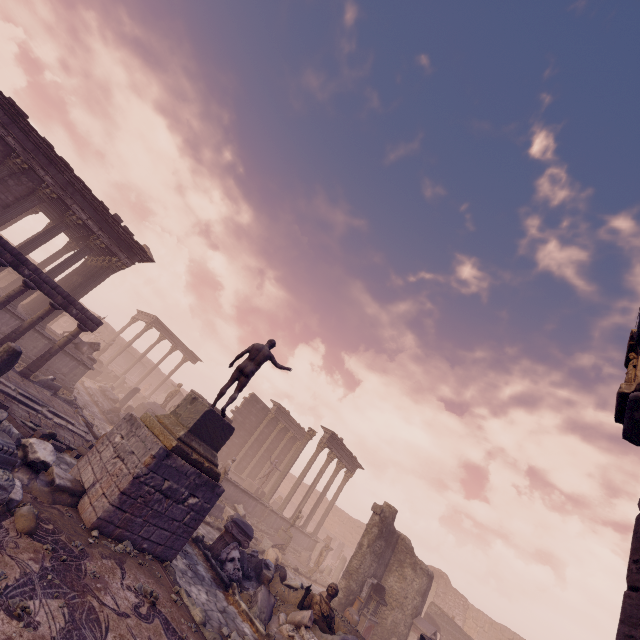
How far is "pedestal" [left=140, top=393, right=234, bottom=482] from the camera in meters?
7.5

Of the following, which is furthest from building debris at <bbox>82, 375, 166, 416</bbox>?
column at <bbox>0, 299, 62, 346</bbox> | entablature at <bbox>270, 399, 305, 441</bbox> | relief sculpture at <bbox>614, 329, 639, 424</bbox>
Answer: relief sculpture at <bbox>614, 329, 639, 424</bbox>

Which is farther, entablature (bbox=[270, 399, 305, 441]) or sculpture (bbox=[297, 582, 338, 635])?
entablature (bbox=[270, 399, 305, 441])

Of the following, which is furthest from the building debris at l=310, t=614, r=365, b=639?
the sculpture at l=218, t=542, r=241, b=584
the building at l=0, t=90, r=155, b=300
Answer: the building at l=0, t=90, r=155, b=300

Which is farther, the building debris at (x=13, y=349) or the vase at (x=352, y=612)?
the vase at (x=352, y=612)

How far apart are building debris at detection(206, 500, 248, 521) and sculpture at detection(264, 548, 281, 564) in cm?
337

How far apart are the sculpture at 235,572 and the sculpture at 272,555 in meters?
3.5

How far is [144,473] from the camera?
6.7 meters
